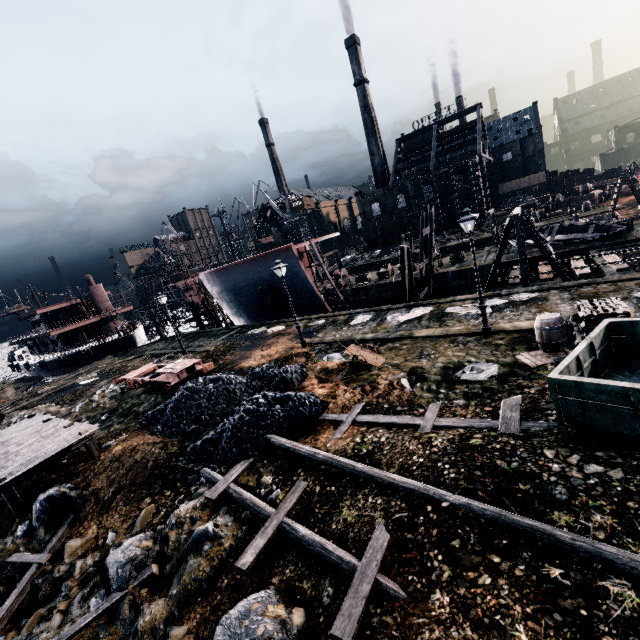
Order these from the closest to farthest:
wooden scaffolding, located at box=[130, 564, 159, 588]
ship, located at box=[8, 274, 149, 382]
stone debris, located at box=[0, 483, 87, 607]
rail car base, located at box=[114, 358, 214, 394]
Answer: wooden scaffolding, located at box=[130, 564, 159, 588]
stone debris, located at box=[0, 483, 87, 607]
rail car base, located at box=[114, 358, 214, 394]
ship, located at box=[8, 274, 149, 382]

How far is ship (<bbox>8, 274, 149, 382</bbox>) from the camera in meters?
45.0 m

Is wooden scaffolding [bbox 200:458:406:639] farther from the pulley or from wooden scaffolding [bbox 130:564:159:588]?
the pulley

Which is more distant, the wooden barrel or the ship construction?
the ship construction

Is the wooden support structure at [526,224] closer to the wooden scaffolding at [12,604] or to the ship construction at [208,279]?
the ship construction at [208,279]

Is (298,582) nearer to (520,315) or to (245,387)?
(245,387)

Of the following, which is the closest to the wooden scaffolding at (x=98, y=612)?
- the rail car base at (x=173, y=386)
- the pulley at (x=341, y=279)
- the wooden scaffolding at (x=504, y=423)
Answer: the rail car base at (x=173, y=386)

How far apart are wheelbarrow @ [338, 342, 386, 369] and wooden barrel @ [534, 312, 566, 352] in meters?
6.2 m
